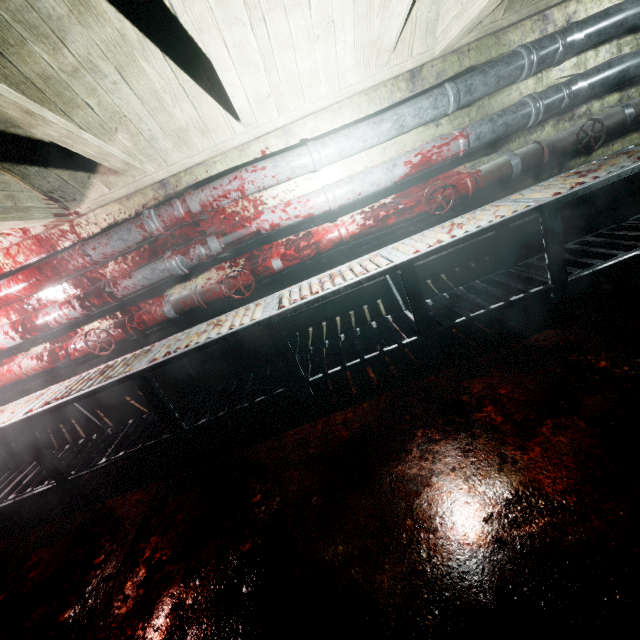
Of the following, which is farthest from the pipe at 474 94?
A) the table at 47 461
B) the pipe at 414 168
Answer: the table at 47 461

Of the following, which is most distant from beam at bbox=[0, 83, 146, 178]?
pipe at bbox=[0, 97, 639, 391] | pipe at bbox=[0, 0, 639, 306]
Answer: pipe at bbox=[0, 97, 639, 391]

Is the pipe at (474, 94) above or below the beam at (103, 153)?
below

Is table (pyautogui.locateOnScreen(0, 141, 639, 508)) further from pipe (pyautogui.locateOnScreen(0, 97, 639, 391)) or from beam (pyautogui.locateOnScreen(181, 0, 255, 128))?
beam (pyautogui.locateOnScreen(181, 0, 255, 128))

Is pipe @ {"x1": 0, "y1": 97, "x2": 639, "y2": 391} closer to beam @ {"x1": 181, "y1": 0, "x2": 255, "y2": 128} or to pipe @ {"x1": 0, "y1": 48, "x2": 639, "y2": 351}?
pipe @ {"x1": 0, "y1": 48, "x2": 639, "y2": 351}

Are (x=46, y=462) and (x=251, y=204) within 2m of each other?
no
